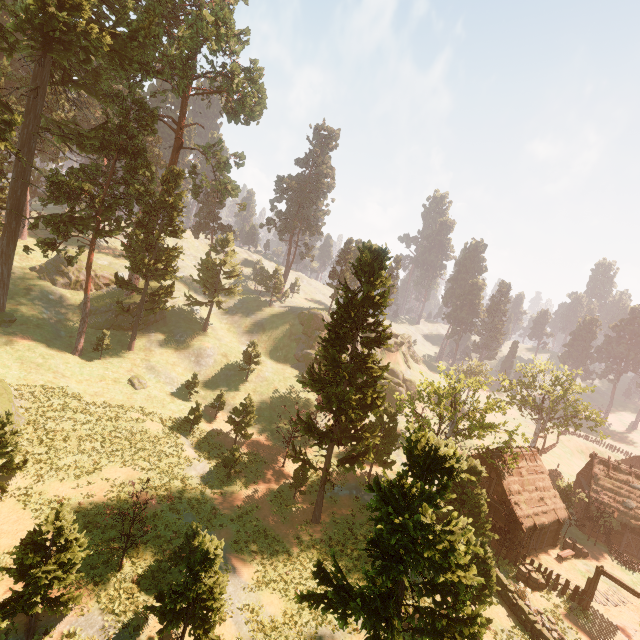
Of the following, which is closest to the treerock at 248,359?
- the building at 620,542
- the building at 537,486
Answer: the building at 620,542

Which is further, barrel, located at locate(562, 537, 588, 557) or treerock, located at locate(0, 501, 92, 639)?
barrel, located at locate(562, 537, 588, 557)

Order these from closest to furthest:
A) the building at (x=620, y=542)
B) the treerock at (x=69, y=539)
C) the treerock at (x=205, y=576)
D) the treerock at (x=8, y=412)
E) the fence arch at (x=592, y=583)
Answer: the treerock at (x=69, y=539)
the treerock at (x=205, y=576)
the treerock at (x=8, y=412)
the fence arch at (x=592, y=583)
the building at (x=620, y=542)

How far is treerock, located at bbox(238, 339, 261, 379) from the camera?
45.6 meters

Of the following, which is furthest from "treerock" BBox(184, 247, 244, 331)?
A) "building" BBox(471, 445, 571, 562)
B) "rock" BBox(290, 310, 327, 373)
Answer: "rock" BBox(290, 310, 327, 373)

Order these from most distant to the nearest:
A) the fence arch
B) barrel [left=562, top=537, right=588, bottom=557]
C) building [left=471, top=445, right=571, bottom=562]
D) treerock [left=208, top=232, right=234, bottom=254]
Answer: treerock [left=208, top=232, right=234, bottom=254] < barrel [left=562, top=537, right=588, bottom=557] < building [left=471, top=445, right=571, bottom=562] < the fence arch

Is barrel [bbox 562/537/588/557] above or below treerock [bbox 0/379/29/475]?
below

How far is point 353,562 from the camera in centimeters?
2438cm
